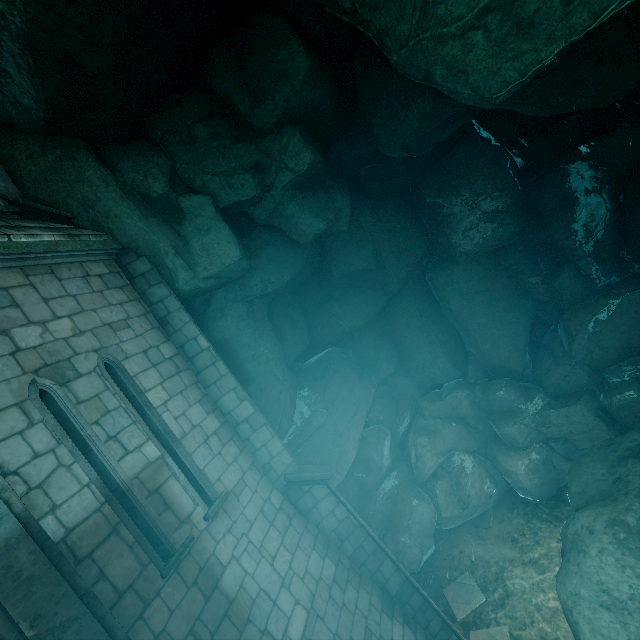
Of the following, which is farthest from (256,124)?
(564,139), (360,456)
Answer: (360,456)

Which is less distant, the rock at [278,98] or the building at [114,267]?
the building at [114,267]

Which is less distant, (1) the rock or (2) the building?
(2) the building
